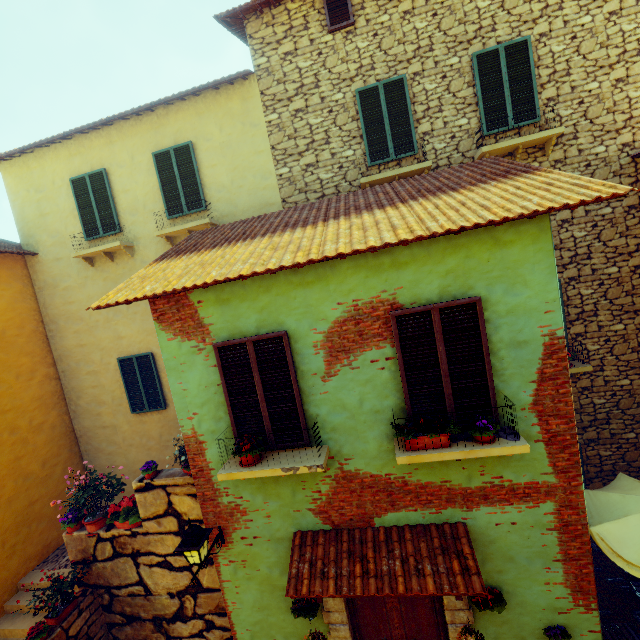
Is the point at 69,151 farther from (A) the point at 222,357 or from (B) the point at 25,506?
(B) the point at 25,506

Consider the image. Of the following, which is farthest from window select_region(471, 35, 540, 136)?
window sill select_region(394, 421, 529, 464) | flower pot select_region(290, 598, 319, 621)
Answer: flower pot select_region(290, 598, 319, 621)

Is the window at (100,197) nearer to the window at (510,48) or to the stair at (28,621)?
the stair at (28,621)

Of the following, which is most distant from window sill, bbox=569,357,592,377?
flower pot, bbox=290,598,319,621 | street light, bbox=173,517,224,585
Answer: street light, bbox=173,517,224,585

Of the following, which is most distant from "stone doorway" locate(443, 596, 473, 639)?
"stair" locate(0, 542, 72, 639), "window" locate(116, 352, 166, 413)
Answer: "window" locate(116, 352, 166, 413)

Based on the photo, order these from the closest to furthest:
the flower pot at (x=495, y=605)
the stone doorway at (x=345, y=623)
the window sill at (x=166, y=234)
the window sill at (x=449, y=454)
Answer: the window sill at (x=449, y=454) < the flower pot at (x=495, y=605) < the stone doorway at (x=345, y=623) < the window sill at (x=166, y=234)

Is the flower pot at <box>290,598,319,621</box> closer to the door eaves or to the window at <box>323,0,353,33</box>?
the door eaves

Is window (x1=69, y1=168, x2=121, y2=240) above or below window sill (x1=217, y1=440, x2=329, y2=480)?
above
